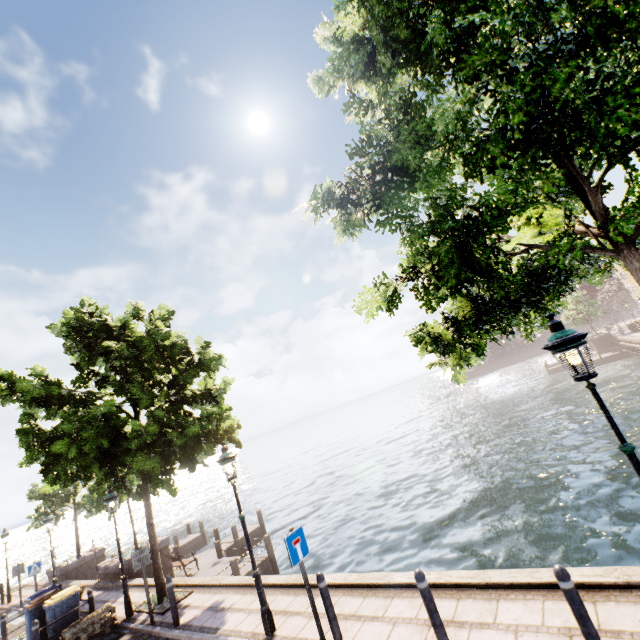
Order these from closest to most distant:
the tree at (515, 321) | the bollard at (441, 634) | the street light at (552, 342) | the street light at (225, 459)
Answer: the tree at (515, 321), the street light at (552, 342), the bollard at (441, 634), the street light at (225, 459)

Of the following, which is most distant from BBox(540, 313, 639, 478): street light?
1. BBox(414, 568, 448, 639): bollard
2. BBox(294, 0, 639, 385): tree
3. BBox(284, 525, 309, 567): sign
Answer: BBox(284, 525, 309, 567): sign

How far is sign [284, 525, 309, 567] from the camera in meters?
5.7

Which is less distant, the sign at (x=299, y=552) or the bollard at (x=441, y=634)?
the bollard at (x=441, y=634)

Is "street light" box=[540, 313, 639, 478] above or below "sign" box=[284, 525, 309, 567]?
above

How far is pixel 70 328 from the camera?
11.4 meters

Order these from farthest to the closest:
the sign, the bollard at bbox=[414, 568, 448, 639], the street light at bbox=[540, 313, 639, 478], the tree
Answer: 1. the sign
2. the bollard at bbox=[414, 568, 448, 639]
3. the street light at bbox=[540, 313, 639, 478]
4. the tree

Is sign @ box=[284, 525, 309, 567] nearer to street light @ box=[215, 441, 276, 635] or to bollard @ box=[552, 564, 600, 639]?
street light @ box=[215, 441, 276, 635]
